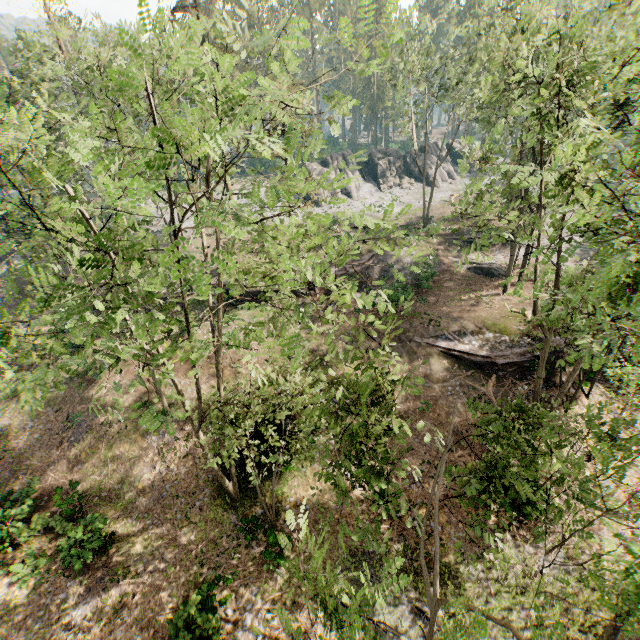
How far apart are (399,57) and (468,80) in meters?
9.8

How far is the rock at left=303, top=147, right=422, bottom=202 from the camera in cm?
4778

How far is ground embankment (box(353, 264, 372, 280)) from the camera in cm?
2916

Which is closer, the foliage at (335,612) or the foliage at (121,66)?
the foliage at (335,612)

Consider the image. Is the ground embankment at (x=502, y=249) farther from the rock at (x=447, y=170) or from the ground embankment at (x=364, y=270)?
the rock at (x=447, y=170)

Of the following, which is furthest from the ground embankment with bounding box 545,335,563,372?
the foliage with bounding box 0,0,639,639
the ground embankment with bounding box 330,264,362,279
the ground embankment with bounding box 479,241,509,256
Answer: the ground embankment with bounding box 479,241,509,256

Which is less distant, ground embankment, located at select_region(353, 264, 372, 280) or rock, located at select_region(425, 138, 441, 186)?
ground embankment, located at select_region(353, 264, 372, 280)

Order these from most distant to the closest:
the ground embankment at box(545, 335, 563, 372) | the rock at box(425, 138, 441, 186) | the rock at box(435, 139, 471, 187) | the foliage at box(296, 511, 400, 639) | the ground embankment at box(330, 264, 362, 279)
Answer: the rock at box(435, 139, 471, 187), the rock at box(425, 138, 441, 186), the ground embankment at box(330, 264, 362, 279), the ground embankment at box(545, 335, 563, 372), the foliage at box(296, 511, 400, 639)
